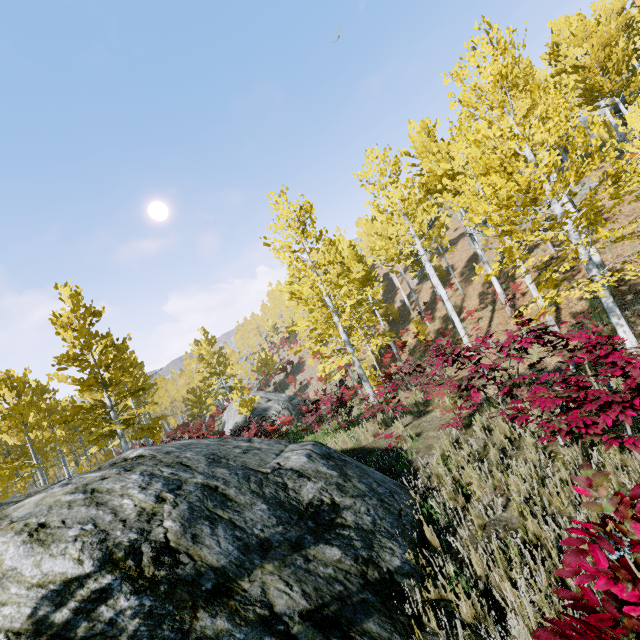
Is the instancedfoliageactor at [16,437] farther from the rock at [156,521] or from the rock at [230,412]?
the rock at [156,521]

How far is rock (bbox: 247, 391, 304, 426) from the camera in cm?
2437

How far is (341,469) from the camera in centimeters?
441cm

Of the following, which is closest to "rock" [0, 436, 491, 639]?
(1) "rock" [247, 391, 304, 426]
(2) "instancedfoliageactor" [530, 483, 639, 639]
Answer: (2) "instancedfoliageactor" [530, 483, 639, 639]

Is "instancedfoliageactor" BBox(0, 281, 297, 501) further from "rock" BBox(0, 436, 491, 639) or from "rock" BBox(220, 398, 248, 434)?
"rock" BBox(0, 436, 491, 639)

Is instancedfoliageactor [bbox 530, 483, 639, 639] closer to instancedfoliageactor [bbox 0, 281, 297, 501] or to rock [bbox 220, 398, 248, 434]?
instancedfoliageactor [bbox 0, 281, 297, 501]

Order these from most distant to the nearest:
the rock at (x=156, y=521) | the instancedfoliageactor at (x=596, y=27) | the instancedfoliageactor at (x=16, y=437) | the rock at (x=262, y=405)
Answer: the rock at (x=262, y=405) < the instancedfoliageactor at (x=16, y=437) < the instancedfoliageactor at (x=596, y=27) < the rock at (x=156, y=521)
